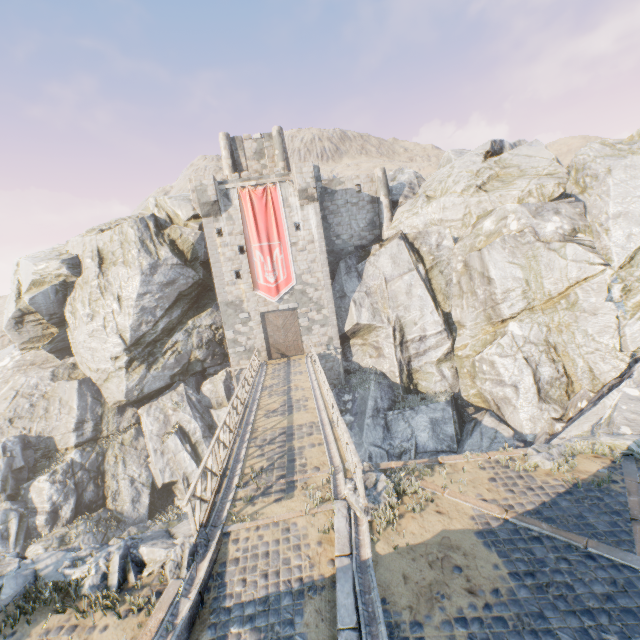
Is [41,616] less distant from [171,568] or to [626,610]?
[171,568]

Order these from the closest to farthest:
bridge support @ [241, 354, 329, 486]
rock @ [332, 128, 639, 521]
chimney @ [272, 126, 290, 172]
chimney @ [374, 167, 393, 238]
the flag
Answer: bridge support @ [241, 354, 329, 486]
rock @ [332, 128, 639, 521]
the flag
chimney @ [374, 167, 393, 238]
chimney @ [272, 126, 290, 172]

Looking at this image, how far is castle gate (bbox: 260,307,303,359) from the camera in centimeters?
2595cm

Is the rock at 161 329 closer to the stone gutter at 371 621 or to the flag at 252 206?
the stone gutter at 371 621

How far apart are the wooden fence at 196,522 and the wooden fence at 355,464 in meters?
4.1

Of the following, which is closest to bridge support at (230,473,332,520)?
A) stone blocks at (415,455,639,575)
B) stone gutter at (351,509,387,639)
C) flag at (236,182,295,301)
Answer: stone blocks at (415,455,639,575)

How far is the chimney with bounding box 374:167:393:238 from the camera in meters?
27.9

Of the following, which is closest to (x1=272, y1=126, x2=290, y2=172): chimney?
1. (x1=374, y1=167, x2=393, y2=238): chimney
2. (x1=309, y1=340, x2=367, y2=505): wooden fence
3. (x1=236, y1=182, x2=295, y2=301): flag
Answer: (x1=236, y1=182, x2=295, y2=301): flag
